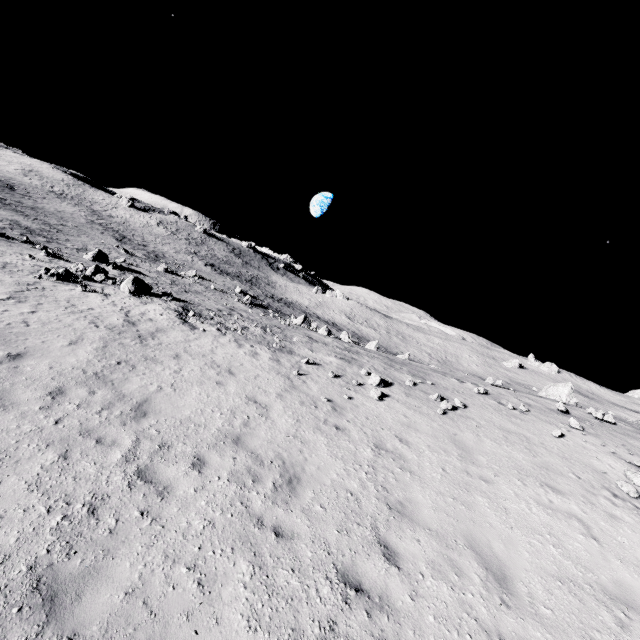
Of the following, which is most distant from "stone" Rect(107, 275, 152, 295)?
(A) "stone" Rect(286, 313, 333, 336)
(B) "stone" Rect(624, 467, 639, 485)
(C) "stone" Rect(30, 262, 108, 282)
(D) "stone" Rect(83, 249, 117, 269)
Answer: (B) "stone" Rect(624, 467, 639, 485)

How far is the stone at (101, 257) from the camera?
30.58m

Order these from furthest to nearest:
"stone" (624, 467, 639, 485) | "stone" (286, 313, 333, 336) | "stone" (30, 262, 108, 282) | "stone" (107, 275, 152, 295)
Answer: "stone" (286, 313, 333, 336)
"stone" (107, 275, 152, 295)
"stone" (30, 262, 108, 282)
"stone" (624, 467, 639, 485)

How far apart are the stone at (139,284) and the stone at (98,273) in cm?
188

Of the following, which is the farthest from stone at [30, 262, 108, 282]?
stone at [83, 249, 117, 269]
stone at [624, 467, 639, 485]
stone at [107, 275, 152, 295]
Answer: stone at [624, 467, 639, 485]

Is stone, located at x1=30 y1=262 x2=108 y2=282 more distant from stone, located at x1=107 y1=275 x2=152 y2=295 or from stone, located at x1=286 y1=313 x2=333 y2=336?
stone, located at x1=286 y1=313 x2=333 y2=336

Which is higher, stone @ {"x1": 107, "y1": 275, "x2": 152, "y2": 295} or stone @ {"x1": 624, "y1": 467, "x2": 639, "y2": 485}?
stone @ {"x1": 624, "y1": 467, "x2": 639, "y2": 485}

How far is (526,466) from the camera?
9.8m
